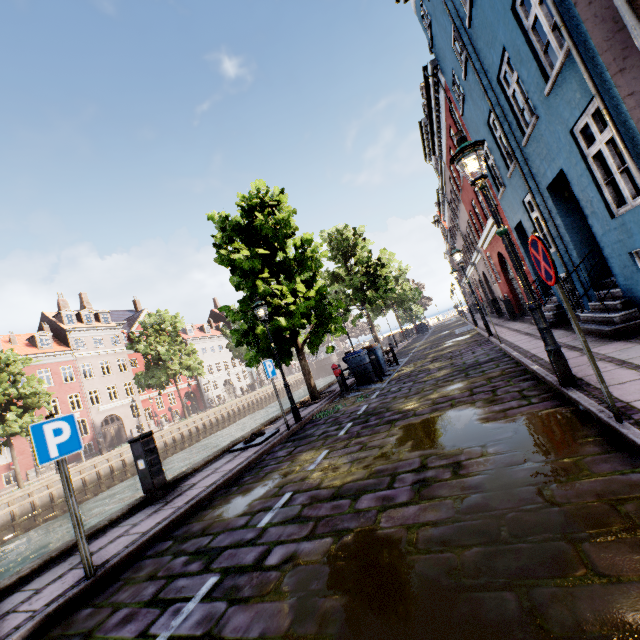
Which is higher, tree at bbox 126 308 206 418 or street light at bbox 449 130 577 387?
tree at bbox 126 308 206 418

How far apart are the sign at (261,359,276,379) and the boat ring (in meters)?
1.46

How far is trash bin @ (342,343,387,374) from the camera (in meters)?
12.77

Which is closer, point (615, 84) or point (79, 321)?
point (615, 84)

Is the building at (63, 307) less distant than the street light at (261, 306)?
No

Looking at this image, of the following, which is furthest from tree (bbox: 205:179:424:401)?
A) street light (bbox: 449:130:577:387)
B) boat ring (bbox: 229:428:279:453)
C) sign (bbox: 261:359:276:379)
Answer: boat ring (bbox: 229:428:279:453)

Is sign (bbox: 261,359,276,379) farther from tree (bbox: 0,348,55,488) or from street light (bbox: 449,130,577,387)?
tree (bbox: 0,348,55,488)

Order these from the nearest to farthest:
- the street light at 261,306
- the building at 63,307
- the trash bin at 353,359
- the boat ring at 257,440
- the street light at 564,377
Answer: the street light at 564,377 < the boat ring at 257,440 < the street light at 261,306 < the trash bin at 353,359 < the building at 63,307
